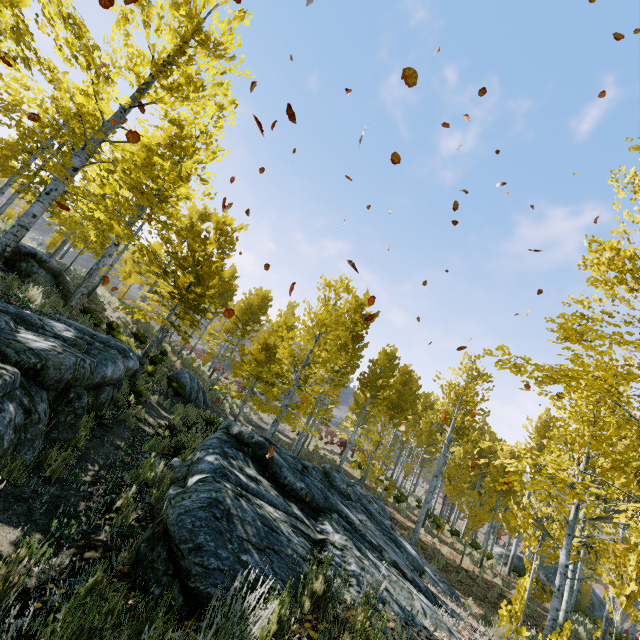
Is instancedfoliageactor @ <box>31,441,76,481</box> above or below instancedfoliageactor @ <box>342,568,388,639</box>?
below

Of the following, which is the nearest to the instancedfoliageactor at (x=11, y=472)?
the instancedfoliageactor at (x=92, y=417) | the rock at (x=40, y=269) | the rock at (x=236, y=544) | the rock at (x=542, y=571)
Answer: the rock at (x=40, y=269)

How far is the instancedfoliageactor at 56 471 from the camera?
4.2m

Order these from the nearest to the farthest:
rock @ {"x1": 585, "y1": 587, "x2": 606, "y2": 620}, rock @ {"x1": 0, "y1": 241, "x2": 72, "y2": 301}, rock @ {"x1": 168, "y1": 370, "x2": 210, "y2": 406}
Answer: rock @ {"x1": 0, "y1": 241, "x2": 72, "y2": 301} → rock @ {"x1": 168, "y1": 370, "x2": 210, "y2": 406} → rock @ {"x1": 585, "y1": 587, "x2": 606, "y2": 620}

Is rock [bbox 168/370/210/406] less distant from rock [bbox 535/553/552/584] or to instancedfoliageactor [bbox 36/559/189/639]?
instancedfoliageactor [bbox 36/559/189/639]

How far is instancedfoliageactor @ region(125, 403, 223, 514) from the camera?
5.11m

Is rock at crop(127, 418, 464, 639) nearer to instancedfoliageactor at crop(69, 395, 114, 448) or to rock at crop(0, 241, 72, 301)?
rock at crop(0, 241, 72, 301)

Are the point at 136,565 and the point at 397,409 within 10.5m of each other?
no
